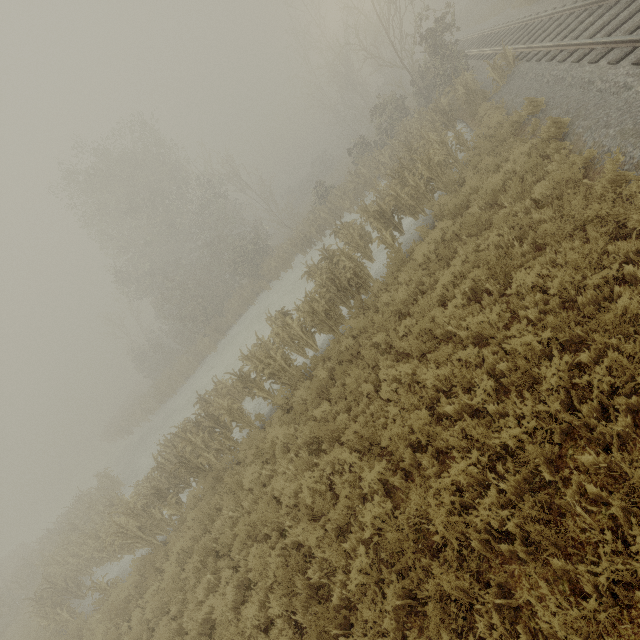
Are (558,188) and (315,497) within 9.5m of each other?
yes
